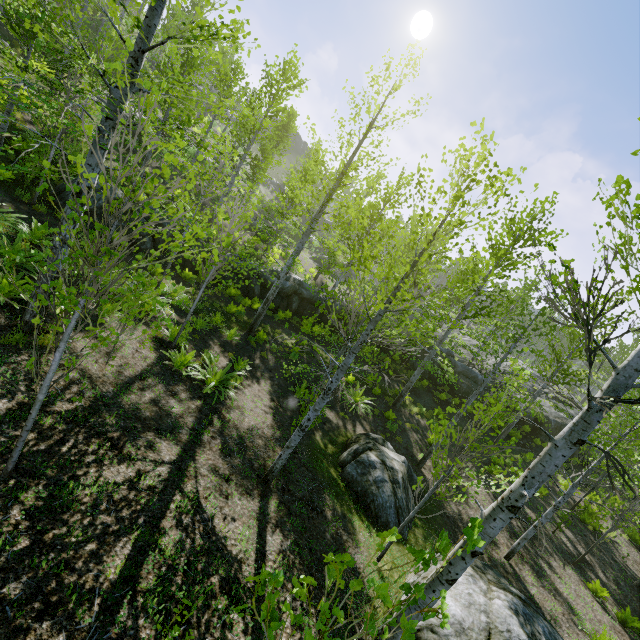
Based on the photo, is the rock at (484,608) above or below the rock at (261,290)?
above

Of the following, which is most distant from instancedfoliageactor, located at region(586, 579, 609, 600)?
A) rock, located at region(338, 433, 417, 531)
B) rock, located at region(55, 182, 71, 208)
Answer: rock, located at region(338, 433, 417, 531)

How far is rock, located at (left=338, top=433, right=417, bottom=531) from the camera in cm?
830

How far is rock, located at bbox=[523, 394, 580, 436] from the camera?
21.48m

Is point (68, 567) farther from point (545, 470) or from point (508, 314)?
point (508, 314)

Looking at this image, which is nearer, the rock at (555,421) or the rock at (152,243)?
the rock at (152,243)

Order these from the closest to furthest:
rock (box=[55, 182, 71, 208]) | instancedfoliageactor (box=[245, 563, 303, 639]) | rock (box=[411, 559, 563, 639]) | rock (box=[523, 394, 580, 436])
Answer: instancedfoliageactor (box=[245, 563, 303, 639])
rock (box=[411, 559, 563, 639])
rock (box=[55, 182, 71, 208])
rock (box=[523, 394, 580, 436])

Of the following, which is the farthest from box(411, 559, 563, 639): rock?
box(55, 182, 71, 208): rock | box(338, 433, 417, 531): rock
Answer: box(55, 182, 71, 208): rock
